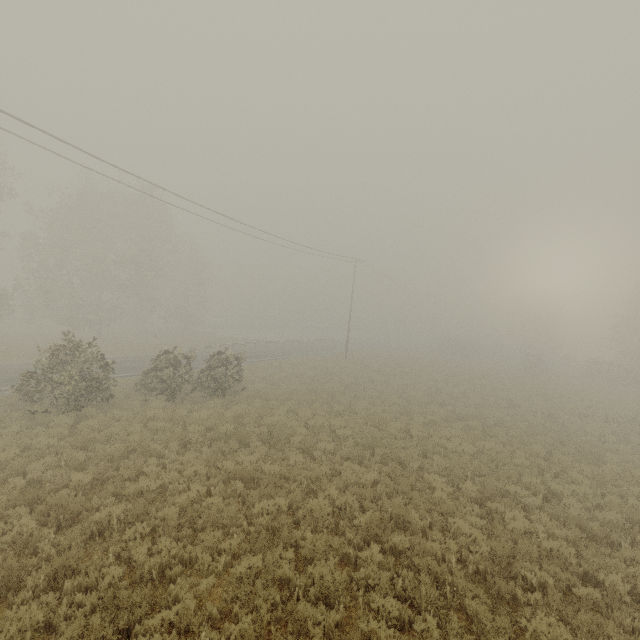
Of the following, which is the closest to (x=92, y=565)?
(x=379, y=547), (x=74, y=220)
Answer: (x=379, y=547)
